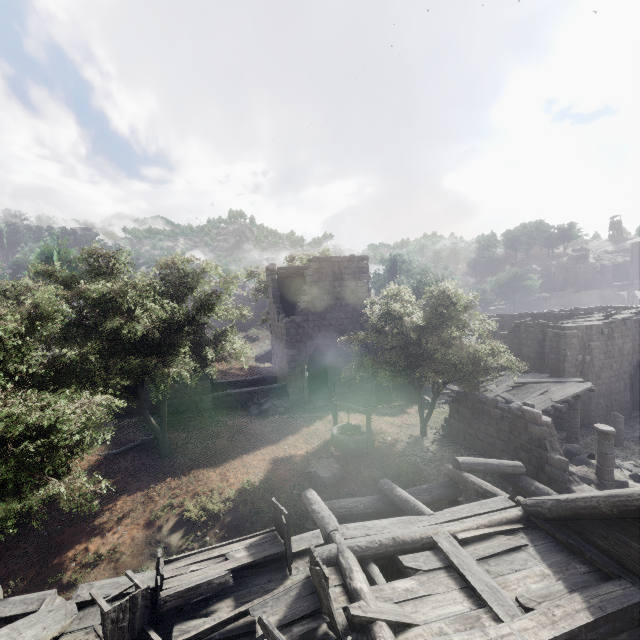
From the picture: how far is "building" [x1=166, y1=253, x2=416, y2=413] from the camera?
20.1 meters

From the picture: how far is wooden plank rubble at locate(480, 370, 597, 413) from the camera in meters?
15.2 m

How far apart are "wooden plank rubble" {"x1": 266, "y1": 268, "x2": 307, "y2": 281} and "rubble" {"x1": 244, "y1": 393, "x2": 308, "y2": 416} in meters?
7.5 m

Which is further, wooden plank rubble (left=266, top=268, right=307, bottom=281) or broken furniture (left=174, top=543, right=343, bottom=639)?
wooden plank rubble (left=266, top=268, right=307, bottom=281)

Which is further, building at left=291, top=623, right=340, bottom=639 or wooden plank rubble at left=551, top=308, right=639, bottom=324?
wooden plank rubble at left=551, top=308, right=639, bottom=324

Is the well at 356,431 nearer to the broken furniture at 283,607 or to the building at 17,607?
the building at 17,607

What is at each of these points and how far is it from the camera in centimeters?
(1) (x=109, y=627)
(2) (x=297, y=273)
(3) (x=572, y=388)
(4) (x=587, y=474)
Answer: (1) broken furniture, 436cm
(2) wooden plank rubble, 2272cm
(3) wooden plank rubble, 1612cm
(4) rubble, 1238cm

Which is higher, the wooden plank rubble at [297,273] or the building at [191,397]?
the wooden plank rubble at [297,273]
